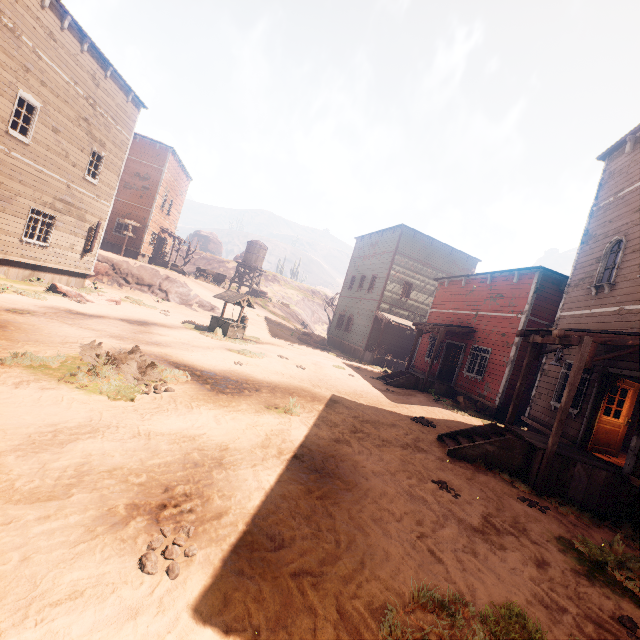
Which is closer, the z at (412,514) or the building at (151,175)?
the z at (412,514)

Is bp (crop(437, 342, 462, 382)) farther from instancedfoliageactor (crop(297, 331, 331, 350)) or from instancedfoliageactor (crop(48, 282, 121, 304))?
instancedfoliageactor (crop(48, 282, 121, 304))

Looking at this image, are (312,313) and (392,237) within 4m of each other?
no

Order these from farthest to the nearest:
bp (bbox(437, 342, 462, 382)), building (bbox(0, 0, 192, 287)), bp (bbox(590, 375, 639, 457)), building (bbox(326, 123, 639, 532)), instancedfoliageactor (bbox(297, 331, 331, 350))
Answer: instancedfoliageactor (bbox(297, 331, 331, 350))
bp (bbox(437, 342, 462, 382))
building (bbox(0, 0, 192, 287))
bp (bbox(590, 375, 639, 457))
building (bbox(326, 123, 639, 532))

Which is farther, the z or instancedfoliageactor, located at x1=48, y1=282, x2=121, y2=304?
instancedfoliageactor, located at x1=48, y1=282, x2=121, y2=304

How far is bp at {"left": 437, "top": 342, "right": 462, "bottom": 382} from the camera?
18.28m

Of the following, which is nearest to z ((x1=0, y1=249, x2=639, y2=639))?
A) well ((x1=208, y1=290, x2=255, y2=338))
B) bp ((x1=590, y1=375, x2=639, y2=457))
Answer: well ((x1=208, y1=290, x2=255, y2=338))

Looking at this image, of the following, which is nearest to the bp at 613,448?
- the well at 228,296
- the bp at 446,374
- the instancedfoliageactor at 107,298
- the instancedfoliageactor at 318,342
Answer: the bp at 446,374
